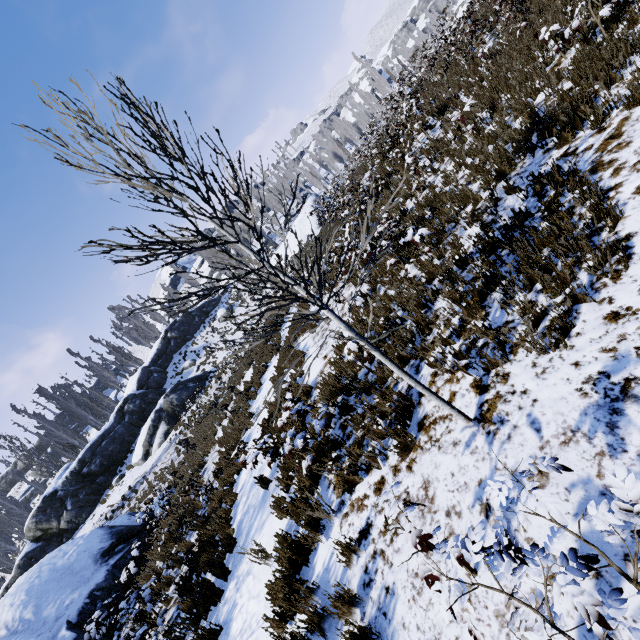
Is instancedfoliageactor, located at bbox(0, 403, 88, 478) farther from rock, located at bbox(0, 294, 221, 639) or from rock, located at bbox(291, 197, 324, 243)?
rock, located at bbox(0, 294, 221, 639)

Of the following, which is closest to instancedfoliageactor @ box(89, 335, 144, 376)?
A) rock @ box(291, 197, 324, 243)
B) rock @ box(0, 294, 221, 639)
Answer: rock @ box(291, 197, 324, 243)

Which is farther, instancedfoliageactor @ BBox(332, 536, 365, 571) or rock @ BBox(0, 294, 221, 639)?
rock @ BBox(0, 294, 221, 639)

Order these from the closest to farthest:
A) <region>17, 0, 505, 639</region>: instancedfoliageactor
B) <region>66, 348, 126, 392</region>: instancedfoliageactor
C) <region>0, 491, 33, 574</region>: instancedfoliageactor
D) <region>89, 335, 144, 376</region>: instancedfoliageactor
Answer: <region>17, 0, 505, 639</region>: instancedfoliageactor → <region>0, 491, 33, 574</region>: instancedfoliageactor → <region>66, 348, 126, 392</region>: instancedfoliageactor → <region>89, 335, 144, 376</region>: instancedfoliageactor

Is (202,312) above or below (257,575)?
above

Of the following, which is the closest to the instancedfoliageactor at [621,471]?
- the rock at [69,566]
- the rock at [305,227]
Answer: the rock at [305,227]

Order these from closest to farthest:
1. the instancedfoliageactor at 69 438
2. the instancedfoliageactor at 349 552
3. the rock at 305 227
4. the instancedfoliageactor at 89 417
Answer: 1. the instancedfoliageactor at 349 552
2. the instancedfoliageactor at 69 438
3. the instancedfoliageactor at 89 417
4. the rock at 305 227
